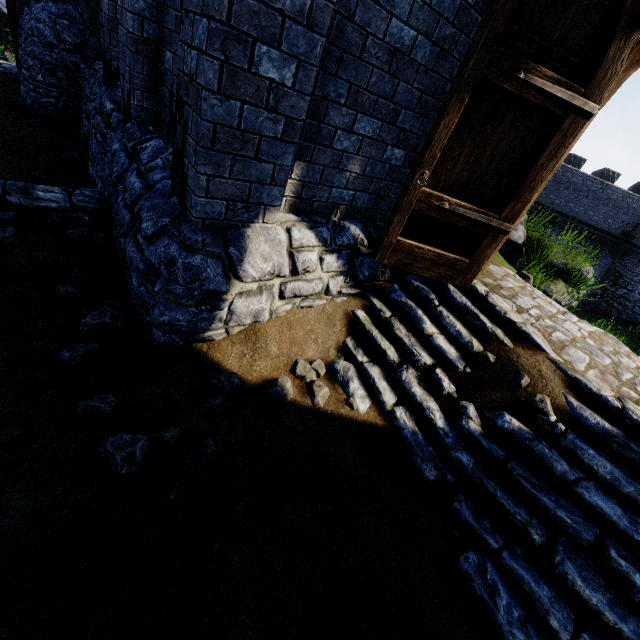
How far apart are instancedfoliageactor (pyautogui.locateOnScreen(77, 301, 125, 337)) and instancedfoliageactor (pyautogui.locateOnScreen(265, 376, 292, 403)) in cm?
154

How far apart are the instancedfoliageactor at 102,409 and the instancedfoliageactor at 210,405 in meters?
0.6 m

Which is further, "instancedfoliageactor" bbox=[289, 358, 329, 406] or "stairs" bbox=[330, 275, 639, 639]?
"instancedfoliageactor" bbox=[289, 358, 329, 406]

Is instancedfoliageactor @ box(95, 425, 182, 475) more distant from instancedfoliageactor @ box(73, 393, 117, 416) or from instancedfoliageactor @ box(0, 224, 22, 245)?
instancedfoliageactor @ box(0, 224, 22, 245)

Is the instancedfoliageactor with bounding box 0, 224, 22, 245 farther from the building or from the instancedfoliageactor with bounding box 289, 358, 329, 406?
the instancedfoliageactor with bounding box 289, 358, 329, 406

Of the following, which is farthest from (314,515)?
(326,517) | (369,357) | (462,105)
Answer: (462,105)

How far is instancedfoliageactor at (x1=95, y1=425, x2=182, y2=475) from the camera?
Result: 2.2m

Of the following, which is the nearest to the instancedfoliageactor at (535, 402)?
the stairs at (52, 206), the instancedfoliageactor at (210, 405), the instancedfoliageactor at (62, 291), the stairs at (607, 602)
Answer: the stairs at (607, 602)
